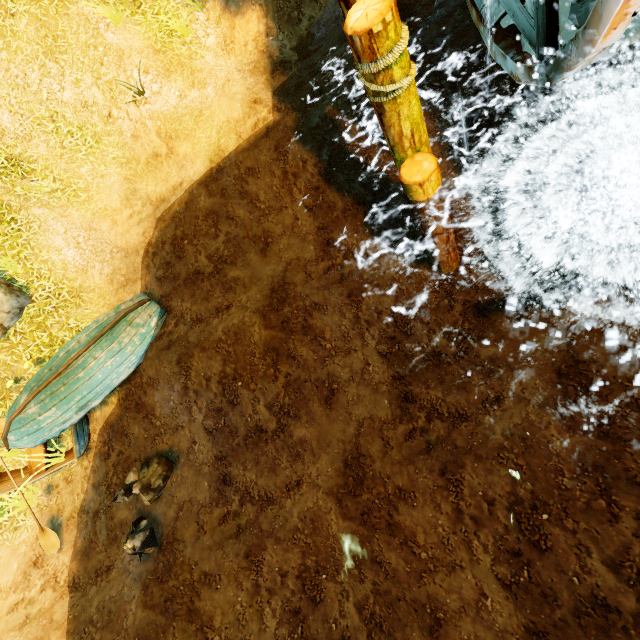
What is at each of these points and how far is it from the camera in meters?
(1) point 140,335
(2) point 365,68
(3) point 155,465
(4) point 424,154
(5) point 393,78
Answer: (1) boat, 6.7
(2) rope, 3.6
(3) rock, 5.9
(4) piling, 4.5
(5) piling, 3.6

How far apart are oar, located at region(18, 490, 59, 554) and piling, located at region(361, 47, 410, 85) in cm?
872

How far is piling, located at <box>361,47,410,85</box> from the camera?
3.54m

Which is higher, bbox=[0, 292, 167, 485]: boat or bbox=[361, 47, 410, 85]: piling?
bbox=[361, 47, 410, 85]: piling

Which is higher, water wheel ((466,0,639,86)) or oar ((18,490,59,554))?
water wheel ((466,0,639,86))

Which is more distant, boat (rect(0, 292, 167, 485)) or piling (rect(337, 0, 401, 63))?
boat (rect(0, 292, 167, 485))

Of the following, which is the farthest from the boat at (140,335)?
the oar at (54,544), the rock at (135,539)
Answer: the rock at (135,539)

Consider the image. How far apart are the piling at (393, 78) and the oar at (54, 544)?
8.72m
